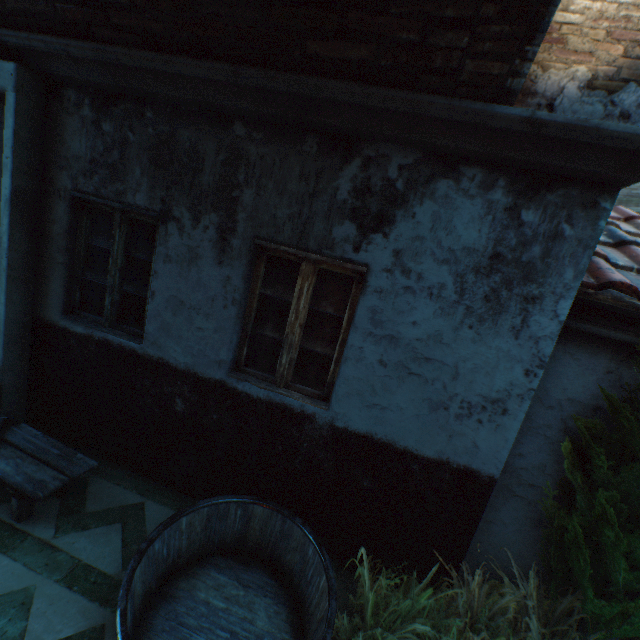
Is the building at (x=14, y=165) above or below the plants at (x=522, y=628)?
above

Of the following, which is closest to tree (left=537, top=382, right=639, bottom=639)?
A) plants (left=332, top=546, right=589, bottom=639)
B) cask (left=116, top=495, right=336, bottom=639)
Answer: plants (left=332, top=546, right=589, bottom=639)

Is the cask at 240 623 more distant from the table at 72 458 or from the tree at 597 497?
the tree at 597 497

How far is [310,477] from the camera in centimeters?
302cm

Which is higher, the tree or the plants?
the tree

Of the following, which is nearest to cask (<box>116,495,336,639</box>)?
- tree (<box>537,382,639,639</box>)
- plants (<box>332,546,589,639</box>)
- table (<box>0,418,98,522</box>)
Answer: plants (<box>332,546,589,639</box>)

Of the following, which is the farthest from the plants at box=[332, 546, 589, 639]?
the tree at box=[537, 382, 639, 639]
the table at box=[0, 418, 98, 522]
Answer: the table at box=[0, 418, 98, 522]

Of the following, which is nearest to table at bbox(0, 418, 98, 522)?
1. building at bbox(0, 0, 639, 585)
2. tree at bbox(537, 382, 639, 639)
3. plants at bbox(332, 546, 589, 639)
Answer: building at bbox(0, 0, 639, 585)
